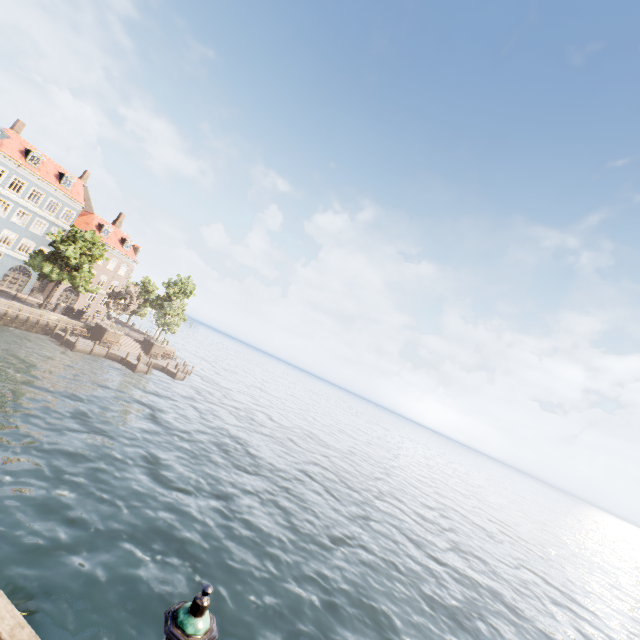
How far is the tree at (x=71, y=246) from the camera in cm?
3400

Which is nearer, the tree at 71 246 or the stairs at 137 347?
the tree at 71 246

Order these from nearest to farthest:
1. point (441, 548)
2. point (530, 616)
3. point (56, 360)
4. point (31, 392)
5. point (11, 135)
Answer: point (31, 392) → point (530, 616) → point (441, 548) → point (56, 360) → point (11, 135)

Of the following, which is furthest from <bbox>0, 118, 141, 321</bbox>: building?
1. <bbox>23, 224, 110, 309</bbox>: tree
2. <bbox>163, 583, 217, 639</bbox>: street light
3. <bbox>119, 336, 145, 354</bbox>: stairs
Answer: <bbox>163, 583, 217, 639</bbox>: street light

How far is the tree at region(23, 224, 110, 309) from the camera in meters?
34.0

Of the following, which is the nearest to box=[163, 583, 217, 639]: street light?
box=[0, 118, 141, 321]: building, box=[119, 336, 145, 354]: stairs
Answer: box=[119, 336, 145, 354]: stairs

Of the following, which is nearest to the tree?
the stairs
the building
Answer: the building

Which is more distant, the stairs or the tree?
the stairs
